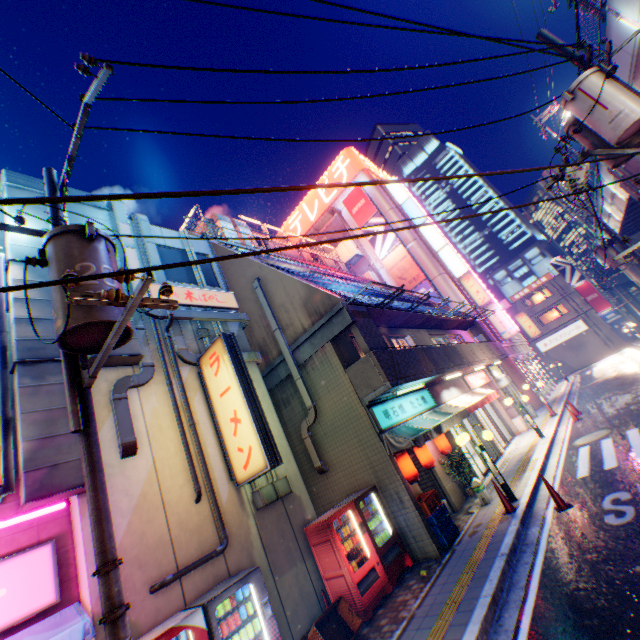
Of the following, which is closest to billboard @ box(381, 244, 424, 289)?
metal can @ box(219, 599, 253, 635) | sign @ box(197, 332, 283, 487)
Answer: sign @ box(197, 332, 283, 487)

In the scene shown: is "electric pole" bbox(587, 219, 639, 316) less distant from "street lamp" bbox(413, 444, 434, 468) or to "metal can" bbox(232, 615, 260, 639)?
"street lamp" bbox(413, 444, 434, 468)

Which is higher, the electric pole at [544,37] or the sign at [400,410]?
the electric pole at [544,37]

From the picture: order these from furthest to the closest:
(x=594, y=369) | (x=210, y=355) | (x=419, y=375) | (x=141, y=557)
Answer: (x=594, y=369)
(x=419, y=375)
(x=210, y=355)
(x=141, y=557)

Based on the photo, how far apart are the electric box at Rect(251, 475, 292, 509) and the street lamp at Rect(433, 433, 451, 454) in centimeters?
625cm

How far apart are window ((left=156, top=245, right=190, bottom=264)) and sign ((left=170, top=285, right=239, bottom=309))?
0.50m

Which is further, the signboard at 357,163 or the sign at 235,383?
the signboard at 357,163

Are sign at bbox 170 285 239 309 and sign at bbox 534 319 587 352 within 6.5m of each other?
no
